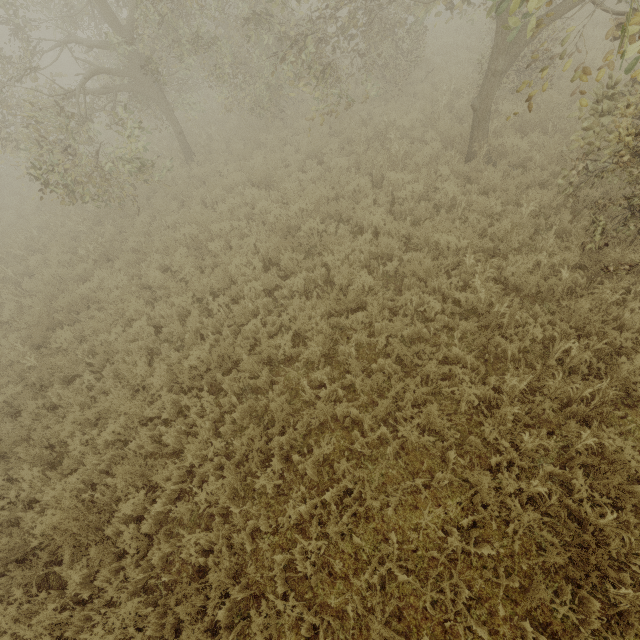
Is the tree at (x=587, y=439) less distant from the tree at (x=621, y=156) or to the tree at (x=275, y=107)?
the tree at (x=621, y=156)

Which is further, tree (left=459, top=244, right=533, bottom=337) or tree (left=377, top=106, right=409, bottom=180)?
tree (left=377, top=106, right=409, bottom=180)

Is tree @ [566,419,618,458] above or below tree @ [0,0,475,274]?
below

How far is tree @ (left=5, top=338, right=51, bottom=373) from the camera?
7.31m

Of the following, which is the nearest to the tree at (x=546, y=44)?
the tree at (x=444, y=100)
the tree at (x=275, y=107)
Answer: the tree at (x=275, y=107)

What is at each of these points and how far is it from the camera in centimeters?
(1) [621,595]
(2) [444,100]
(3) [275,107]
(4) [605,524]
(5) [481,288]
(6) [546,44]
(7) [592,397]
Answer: (1) tree, 344cm
(2) tree, 977cm
(3) tree, 1281cm
(4) tree, 372cm
(5) tree, 566cm
(6) tree, 830cm
(7) tree, 446cm

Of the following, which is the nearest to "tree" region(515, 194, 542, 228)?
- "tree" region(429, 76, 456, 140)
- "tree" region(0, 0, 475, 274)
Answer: "tree" region(0, 0, 475, 274)

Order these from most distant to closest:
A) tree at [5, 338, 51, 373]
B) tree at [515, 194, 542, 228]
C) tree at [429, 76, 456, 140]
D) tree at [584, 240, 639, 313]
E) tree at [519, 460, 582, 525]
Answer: tree at [429, 76, 456, 140]
tree at [5, 338, 51, 373]
tree at [515, 194, 542, 228]
tree at [584, 240, 639, 313]
tree at [519, 460, 582, 525]
